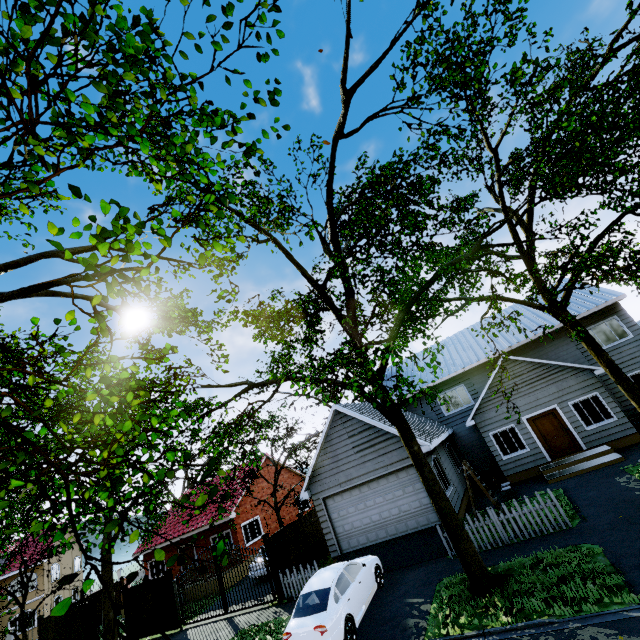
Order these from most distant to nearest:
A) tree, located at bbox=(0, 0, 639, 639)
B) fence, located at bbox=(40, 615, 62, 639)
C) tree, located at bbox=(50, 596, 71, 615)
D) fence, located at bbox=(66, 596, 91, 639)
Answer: fence, located at bbox=(40, 615, 62, 639) < fence, located at bbox=(66, 596, 91, 639) < tree, located at bbox=(0, 0, 639, 639) < tree, located at bbox=(50, 596, 71, 615)

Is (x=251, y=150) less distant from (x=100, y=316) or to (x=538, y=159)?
(x=100, y=316)

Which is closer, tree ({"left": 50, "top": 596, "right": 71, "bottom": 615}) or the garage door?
tree ({"left": 50, "top": 596, "right": 71, "bottom": 615})

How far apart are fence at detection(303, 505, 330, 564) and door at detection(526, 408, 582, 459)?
12.21m

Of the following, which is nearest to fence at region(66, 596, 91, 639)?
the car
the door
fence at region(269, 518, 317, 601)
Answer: fence at region(269, 518, 317, 601)

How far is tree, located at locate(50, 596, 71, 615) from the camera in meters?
2.1 m

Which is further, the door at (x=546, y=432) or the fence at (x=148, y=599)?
the fence at (x=148, y=599)
